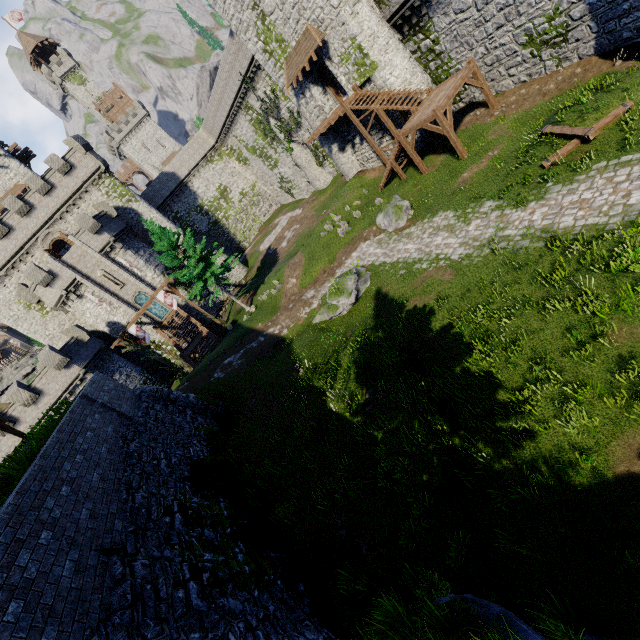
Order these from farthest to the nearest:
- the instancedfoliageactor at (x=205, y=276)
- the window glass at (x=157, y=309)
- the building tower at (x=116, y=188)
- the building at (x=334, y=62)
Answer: the window glass at (x=157, y=309), the building tower at (x=116, y=188), the instancedfoliageactor at (x=205, y=276), the building at (x=334, y=62)

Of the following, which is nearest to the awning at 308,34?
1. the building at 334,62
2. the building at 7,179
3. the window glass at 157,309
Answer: the building at 334,62

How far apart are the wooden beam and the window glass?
37.11m

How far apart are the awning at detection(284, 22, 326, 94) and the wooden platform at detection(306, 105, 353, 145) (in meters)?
3.09

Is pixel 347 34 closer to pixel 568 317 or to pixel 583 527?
pixel 568 317

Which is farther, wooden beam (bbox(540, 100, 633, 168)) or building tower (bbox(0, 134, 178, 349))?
building tower (bbox(0, 134, 178, 349))

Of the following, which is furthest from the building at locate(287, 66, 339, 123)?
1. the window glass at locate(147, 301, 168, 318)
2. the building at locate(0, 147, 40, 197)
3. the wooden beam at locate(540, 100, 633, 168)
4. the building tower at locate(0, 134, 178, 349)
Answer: the building at locate(0, 147, 40, 197)

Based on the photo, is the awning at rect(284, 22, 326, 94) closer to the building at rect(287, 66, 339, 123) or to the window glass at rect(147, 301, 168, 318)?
the building at rect(287, 66, 339, 123)
